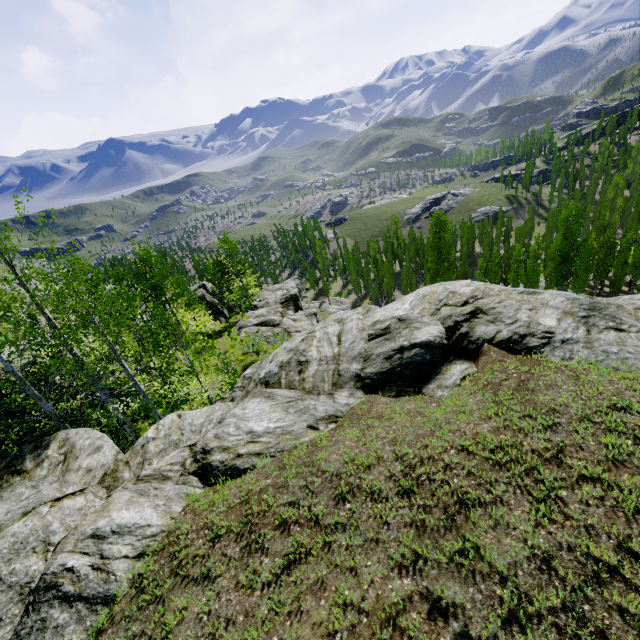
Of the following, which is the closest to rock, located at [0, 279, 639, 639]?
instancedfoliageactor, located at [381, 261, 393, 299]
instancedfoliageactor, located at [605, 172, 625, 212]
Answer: instancedfoliageactor, located at [605, 172, 625, 212]

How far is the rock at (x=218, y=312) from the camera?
43.5m

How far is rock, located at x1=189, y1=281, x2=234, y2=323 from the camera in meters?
43.5 m

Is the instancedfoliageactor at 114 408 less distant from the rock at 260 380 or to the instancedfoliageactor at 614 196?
the rock at 260 380

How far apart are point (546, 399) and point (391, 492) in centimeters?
336cm

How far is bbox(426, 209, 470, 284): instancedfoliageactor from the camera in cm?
4675

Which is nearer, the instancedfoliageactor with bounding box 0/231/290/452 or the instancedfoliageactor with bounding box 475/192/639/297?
the instancedfoliageactor with bounding box 0/231/290/452

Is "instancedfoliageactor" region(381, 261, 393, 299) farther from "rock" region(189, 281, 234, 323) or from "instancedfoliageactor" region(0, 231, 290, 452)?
"instancedfoliageactor" region(0, 231, 290, 452)
